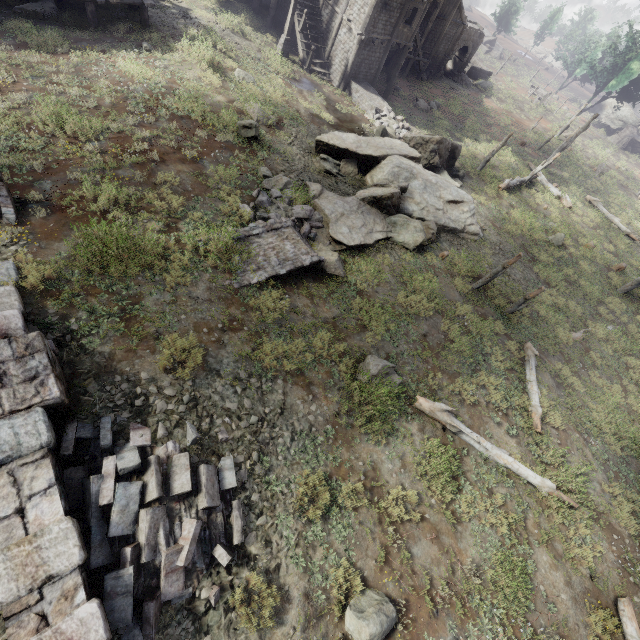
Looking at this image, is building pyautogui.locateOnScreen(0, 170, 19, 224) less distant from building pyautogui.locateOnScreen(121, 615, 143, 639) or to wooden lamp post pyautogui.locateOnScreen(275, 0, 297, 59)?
building pyautogui.locateOnScreen(121, 615, 143, 639)

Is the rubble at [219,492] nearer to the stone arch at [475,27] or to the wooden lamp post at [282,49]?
the wooden lamp post at [282,49]

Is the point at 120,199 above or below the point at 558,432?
below

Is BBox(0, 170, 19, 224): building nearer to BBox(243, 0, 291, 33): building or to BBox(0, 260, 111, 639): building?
BBox(0, 260, 111, 639): building

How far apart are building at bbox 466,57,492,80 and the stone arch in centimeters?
430cm

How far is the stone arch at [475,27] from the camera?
35.06m

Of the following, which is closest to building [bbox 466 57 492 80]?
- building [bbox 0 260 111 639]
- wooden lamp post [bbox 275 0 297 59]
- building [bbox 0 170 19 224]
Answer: wooden lamp post [bbox 275 0 297 59]

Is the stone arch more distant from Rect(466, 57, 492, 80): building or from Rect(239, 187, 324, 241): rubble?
Rect(239, 187, 324, 241): rubble
